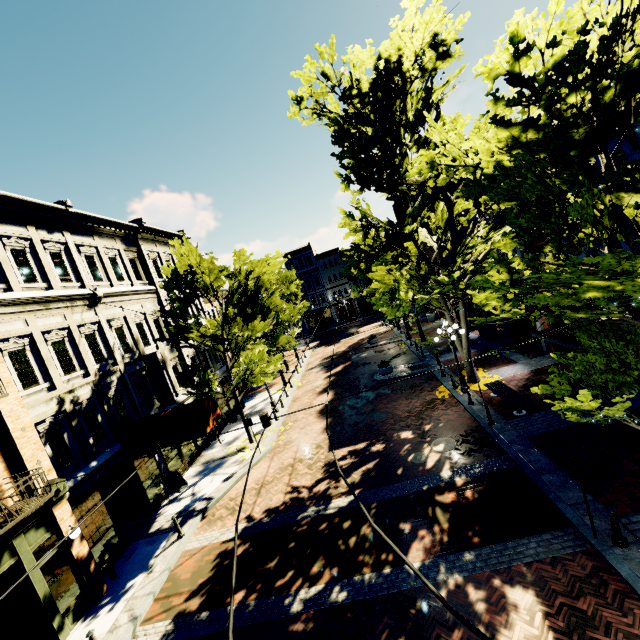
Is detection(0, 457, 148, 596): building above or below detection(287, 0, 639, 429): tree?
below

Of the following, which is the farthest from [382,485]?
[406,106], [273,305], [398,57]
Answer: [273,305]

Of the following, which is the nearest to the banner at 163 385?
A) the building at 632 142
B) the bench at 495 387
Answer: the building at 632 142

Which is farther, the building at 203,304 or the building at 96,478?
the building at 203,304

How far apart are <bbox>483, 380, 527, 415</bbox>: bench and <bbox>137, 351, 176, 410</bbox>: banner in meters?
15.1 m

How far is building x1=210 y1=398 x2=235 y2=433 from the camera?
21.7m

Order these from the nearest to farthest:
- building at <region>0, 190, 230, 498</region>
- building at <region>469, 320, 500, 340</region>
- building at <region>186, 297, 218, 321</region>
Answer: building at <region>0, 190, 230, 498</region> < building at <region>469, 320, 500, 340</region> < building at <region>186, 297, 218, 321</region>

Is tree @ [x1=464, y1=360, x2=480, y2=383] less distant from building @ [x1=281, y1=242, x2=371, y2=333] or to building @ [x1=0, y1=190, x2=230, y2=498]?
building @ [x1=281, y1=242, x2=371, y2=333]
